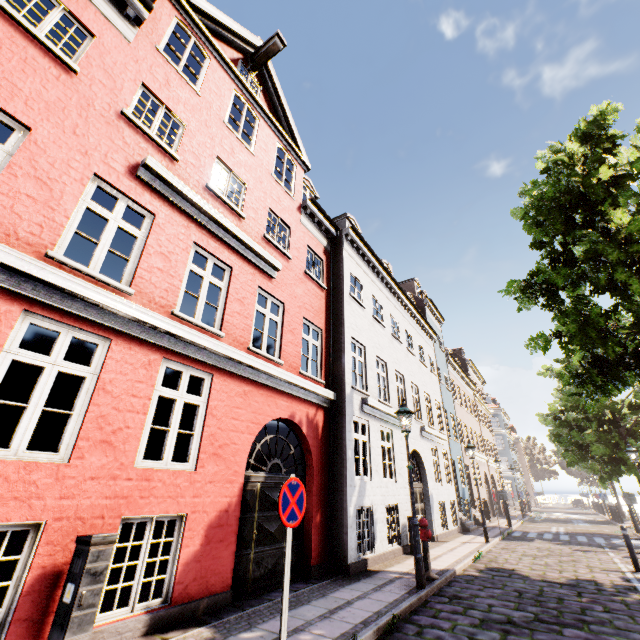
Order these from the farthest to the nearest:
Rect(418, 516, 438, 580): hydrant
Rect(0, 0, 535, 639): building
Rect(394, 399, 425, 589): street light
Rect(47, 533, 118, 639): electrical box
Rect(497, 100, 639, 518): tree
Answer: Rect(497, 100, 639, 518): tree, Rect(418, 516, 438, 580): hydrant, Rect(394, 399, 425, 589): street light, Rect(0, 0, 535, 639): building, Rect(47, 533, 118, 639): electrical box

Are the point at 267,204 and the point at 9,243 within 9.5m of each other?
yes

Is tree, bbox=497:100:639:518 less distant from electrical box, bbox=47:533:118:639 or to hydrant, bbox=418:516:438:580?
hydrant, bbox=418:516:438:580

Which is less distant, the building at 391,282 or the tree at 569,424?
the building at 391,282

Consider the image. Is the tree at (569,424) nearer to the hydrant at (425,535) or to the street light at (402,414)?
the street light at (402,414)

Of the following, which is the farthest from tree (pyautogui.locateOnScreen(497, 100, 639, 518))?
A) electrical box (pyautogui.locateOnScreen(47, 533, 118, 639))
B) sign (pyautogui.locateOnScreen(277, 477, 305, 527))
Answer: electrical box (pyautogui.locateOnScreen(47, 533, 118, 639))

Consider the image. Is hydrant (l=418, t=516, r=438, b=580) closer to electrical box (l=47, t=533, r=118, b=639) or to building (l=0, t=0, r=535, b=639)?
electrical box (l=47, t=533, r=118, b=639)

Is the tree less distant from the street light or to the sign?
the street light
